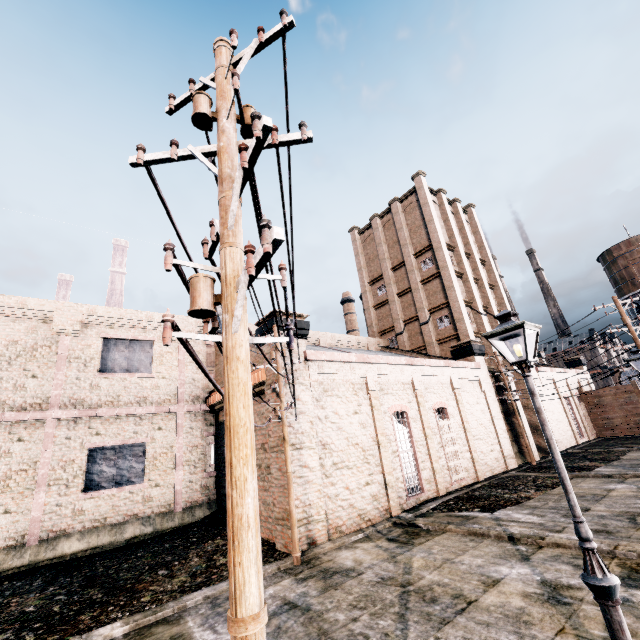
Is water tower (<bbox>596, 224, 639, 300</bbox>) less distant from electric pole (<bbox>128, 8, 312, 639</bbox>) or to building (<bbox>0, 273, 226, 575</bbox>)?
building (<bbox>0, 273, 226, 575</bbox>)

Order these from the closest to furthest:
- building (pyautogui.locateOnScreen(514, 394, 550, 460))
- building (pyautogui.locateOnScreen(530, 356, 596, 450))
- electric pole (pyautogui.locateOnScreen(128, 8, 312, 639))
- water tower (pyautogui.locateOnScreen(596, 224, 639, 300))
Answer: electric pole (pyautogui.locateOnScreen(128, 8, 312, 639))
building (pyautogui.locateOnScreen(514, 394, 550, 460))
building (pyautogui.locateOnScreen(530, 356, 596, 450))
water tower (pyautogui.locateOnScreen(596, 224, 639, 300))

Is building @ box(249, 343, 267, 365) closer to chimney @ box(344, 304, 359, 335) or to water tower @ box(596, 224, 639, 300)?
water tower @ box(596, 224, 639, 300)

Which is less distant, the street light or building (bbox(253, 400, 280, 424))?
the street light

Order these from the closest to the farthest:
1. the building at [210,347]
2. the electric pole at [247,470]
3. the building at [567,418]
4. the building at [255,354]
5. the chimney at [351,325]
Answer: the electric pole at [247,470]
the building at [255,354]
the building at [210,347]
the building at [567,418]
the chimney at [351,325]

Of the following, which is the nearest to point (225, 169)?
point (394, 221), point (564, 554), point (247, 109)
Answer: point (247, 109)

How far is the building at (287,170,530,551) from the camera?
15.09m

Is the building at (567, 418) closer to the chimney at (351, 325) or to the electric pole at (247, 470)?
the electric pole at (247, 470)
